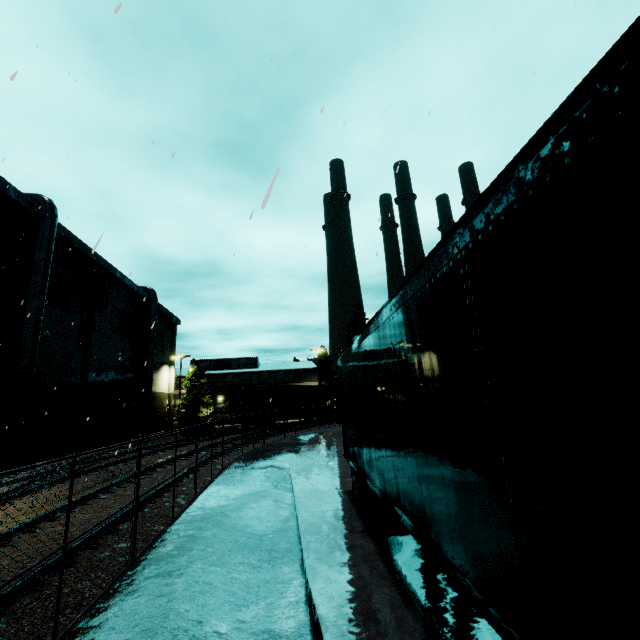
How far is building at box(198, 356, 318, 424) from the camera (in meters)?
48.38

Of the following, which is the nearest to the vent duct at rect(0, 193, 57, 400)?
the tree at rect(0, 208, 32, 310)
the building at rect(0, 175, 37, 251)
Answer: the building at rect(0, 175, 37, 251)

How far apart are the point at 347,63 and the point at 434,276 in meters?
8.4

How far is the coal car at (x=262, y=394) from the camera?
32.7m

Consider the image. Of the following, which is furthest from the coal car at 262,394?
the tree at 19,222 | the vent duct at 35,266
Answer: the vent duct at 35,266

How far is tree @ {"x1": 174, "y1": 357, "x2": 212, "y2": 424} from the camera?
43.0m

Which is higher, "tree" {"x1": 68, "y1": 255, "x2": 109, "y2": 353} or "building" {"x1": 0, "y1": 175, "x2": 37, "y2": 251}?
"building" {"x1": 0, "y1": 175, "x2": 37, "y2": 251}

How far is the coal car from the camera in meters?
32.7
